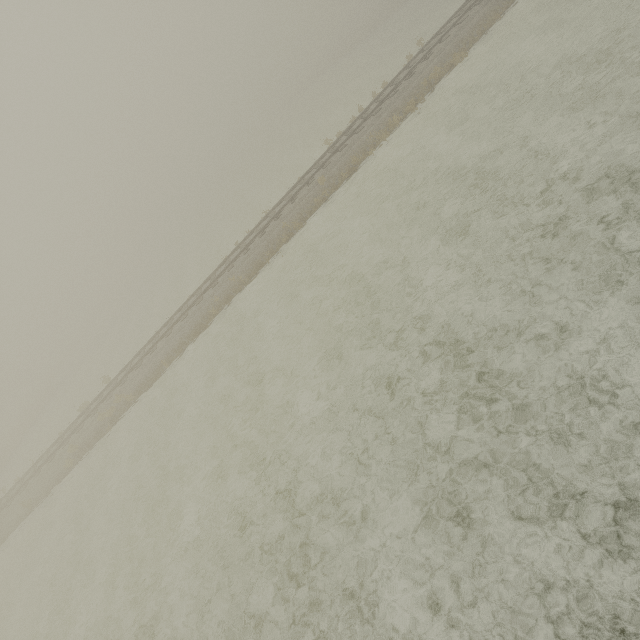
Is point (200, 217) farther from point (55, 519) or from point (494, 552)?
point (494, 552)
